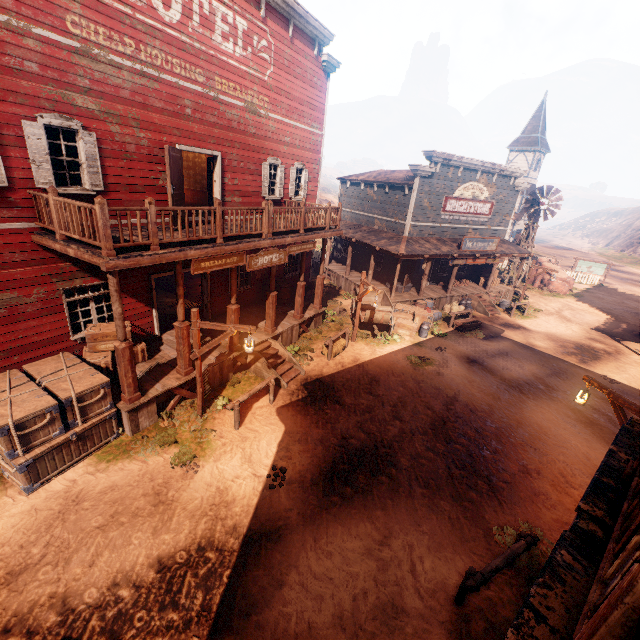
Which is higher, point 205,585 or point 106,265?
point 106,265

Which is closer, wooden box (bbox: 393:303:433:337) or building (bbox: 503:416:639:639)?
building (bbox: 503:416:639:639)

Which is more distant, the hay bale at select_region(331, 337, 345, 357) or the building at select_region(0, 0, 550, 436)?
the hay bale at select_region(331, 337, 345, 357)

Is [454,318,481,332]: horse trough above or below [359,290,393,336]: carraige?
below

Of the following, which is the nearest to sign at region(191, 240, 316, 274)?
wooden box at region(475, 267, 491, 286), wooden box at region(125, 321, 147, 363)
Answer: wooden box at region(125, 321, 147, 363)

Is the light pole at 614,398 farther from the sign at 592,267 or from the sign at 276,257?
the sign at 592,267

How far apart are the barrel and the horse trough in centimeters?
916cm

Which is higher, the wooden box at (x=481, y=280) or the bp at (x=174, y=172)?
the bp at (x=174, y=172)
